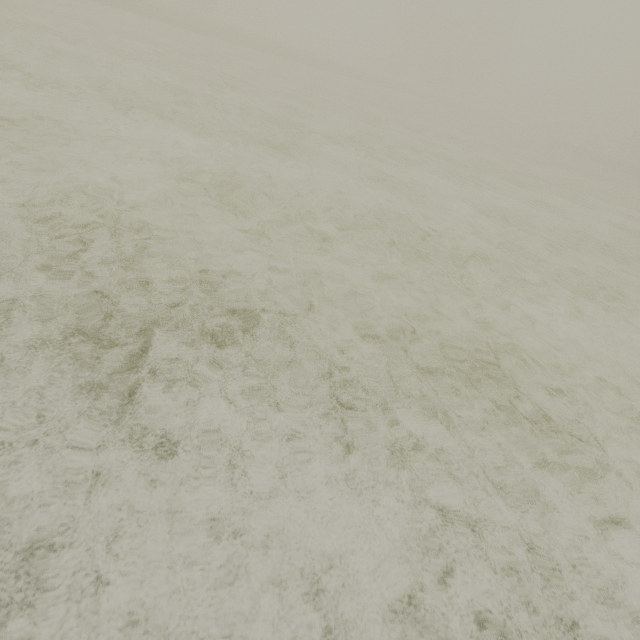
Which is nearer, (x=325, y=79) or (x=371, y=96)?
(x=325, y=79)
